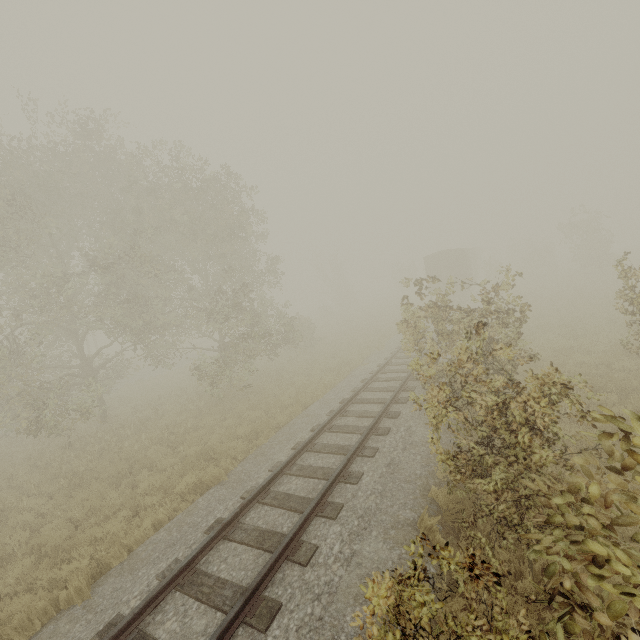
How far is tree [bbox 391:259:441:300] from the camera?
9.8 meters

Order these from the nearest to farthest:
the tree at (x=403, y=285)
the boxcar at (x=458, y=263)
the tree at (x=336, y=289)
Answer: the tree at (x=403, y=285) < the boxcar at (x=458, y=263) < the tree at (x=336, y=289)

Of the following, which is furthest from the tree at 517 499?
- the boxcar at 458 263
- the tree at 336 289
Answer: the tree at 336 289

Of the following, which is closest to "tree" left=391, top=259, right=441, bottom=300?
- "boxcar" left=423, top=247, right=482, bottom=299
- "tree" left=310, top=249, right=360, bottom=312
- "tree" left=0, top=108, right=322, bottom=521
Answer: "boxcar" left=423, top=247, right=482, bottom=299

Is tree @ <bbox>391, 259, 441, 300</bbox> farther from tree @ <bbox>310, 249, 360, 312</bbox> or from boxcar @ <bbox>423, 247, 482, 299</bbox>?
tree @ <bbox>310, 249, 360, 312</bbox>

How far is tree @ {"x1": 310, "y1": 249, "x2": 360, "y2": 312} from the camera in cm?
4688

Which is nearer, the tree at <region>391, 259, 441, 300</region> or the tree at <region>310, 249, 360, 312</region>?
the tree at <region>391, 259, 441, 300</region>

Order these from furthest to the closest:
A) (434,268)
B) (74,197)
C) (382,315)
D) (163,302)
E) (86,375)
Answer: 1. (382,315)
2. (434,268)
3. (163,302)
4. (86,375)
5. (74,197)
